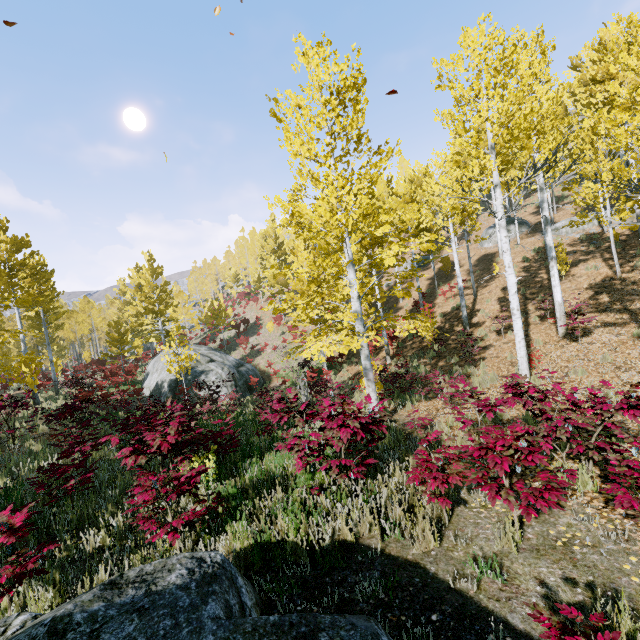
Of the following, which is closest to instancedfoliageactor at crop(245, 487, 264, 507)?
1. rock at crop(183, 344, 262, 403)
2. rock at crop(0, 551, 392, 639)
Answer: rock at crop(183, 344, 262, 403)

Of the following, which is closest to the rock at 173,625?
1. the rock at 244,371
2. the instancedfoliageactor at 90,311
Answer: the instancedfoliageactor at 90,311

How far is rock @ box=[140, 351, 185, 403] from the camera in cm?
1851

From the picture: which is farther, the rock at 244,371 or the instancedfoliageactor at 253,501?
the rock at 244,371

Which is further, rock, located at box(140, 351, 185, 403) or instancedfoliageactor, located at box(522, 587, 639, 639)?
rock, located at box(140, 351, 185, 403)

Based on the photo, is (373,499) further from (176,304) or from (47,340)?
(176,304)

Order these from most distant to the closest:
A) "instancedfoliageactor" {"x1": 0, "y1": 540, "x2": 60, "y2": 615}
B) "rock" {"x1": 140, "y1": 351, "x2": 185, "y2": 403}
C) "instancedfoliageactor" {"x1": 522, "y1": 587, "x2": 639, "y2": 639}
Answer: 1. "rock" {"x1": 140, "y1": 351, "x2": 185, "y2": 403}
2. "instancedfoliageactor" {"x1": 0, "y1": 540, "x2": 60, "y2": 615}
3. "instancedfoliageactor" {"x1": 522, "y1": 587, "x2": 639, "y2": 639}
